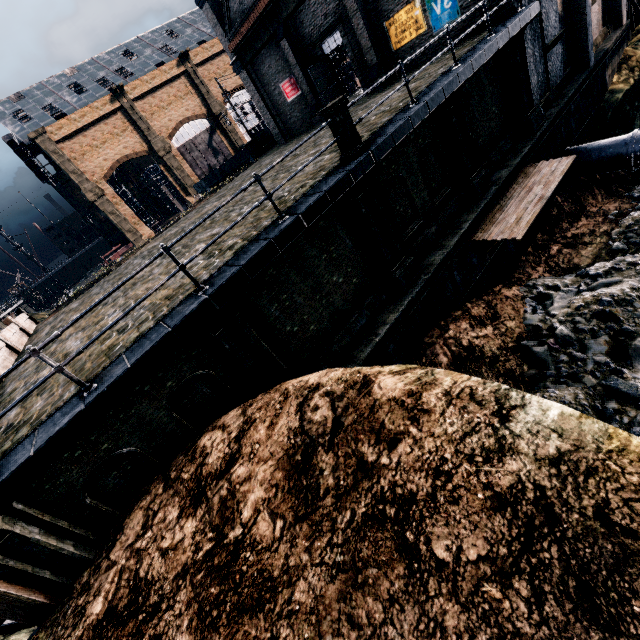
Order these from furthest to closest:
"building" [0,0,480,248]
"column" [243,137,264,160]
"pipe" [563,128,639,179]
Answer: "column" [243,137,264,160], "building" [0,0,480,248], "pipe" [563,128,639,179]

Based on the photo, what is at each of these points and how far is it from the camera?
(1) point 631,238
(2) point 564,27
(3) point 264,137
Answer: (1) stone debris, 14.16m
(2) building, 17.28m
(3) rail car container, 34.34m

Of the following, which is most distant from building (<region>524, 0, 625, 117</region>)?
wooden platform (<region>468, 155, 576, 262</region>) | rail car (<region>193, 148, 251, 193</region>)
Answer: rail car (<region>193, 148, 251, 193</region>)

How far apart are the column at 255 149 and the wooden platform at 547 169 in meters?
25.4 m

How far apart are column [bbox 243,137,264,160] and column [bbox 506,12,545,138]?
23.9m

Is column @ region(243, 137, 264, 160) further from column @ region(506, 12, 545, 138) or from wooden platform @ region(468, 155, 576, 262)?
wooden platform @ region(468, 155, 576, 262)

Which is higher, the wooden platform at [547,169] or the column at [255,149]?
the column at [255,149]

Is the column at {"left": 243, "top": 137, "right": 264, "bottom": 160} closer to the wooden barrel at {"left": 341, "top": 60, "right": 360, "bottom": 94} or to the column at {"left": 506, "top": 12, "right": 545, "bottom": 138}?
the wooden barrel at {"left": 341, "top": 60, "right": 360, "bottom": 94}
